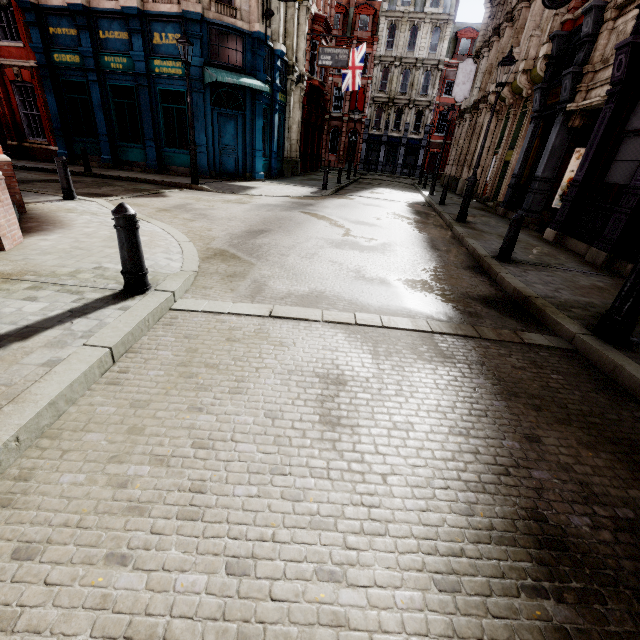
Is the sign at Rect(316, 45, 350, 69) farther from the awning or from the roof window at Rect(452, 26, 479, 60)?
the roof window at Rect(452, 26, 479, 60)

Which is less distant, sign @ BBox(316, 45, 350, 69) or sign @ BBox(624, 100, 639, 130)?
sign @ BBox(624, 100, 639, 130)

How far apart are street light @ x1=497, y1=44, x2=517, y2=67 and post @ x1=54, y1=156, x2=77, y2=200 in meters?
11.4 m

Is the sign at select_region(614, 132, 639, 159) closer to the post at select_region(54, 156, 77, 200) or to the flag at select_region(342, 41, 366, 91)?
the post at select_region(54, 156, 77, 200)

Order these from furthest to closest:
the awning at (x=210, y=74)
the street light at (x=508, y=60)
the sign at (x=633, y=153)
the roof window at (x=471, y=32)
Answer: the roof window at (x=471, y=32) < the awning at (x=210, y=74) < the street light at (x=508, y=60) < the sign at (x=633, y=153)

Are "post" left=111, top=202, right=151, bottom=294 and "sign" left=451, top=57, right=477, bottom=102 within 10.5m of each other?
no

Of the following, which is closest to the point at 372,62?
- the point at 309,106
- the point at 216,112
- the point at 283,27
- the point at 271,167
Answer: the point at 309,106

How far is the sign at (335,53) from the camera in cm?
1988
